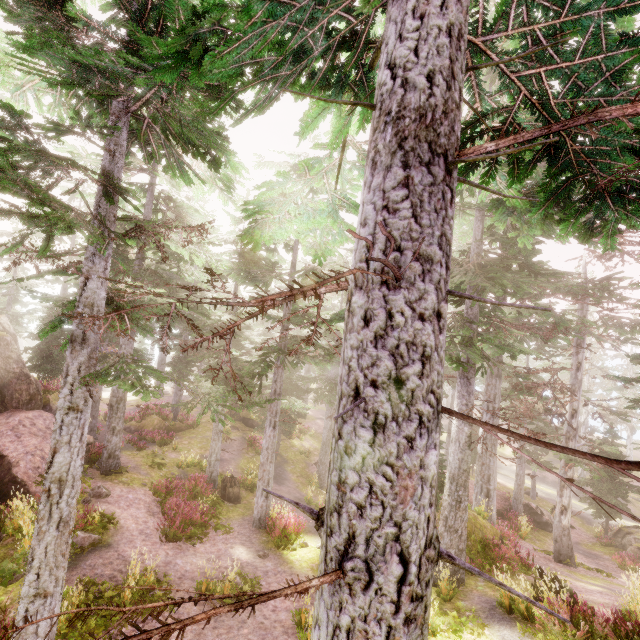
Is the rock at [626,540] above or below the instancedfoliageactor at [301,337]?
below

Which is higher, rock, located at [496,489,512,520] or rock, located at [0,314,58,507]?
rock, located at [0,314,58,507]

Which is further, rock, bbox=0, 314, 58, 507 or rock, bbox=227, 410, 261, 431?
rock, bbox=227, 410, 261, 431

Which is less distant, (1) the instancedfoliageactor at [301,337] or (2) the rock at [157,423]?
(1) the instancedfoliageactor at [301,337]

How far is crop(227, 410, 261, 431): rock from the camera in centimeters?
2880cm

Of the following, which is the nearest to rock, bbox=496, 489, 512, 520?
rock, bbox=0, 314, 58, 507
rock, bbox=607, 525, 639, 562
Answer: rock, bbox=607, 525, 639, 562

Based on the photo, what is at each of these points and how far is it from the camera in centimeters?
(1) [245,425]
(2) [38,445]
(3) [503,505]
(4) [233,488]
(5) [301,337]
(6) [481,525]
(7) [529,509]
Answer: (1) rock, 2952cm
(2) rock, 1466cm
(3) rock, 2300cm
(4) tree trunk, 1814cm
(5) instancedfoliageactor, 1563cm
(6) rock, 1466cm
(7) rock, 2422cm

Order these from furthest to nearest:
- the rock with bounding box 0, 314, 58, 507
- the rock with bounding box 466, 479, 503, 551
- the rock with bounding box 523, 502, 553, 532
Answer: the rock with bounding box 523, 502, 553, 532 → the rock with bounding box 466, 479, 503, 551 → the rock with bounding box 0, 314, 58, 507
